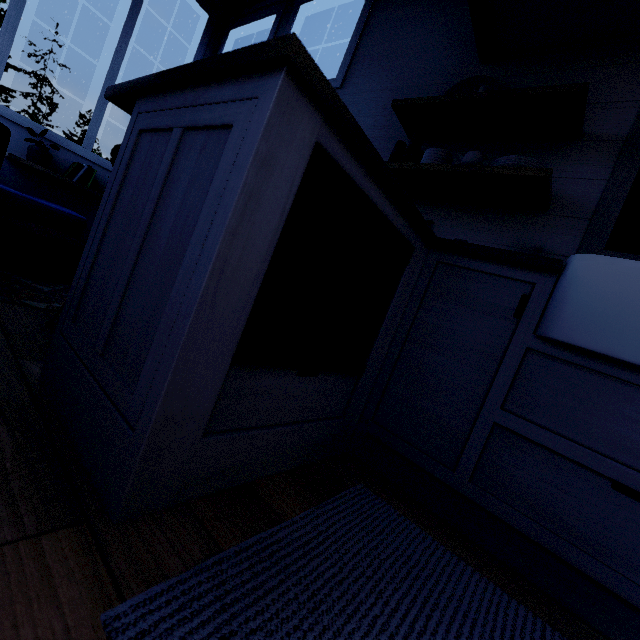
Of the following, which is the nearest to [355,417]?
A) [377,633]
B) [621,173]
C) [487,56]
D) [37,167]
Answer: [377,633]

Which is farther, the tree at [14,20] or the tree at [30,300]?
the tree at [14,20]

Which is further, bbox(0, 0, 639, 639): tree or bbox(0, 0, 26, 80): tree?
bbox(0, 0, 26, 80): tree
